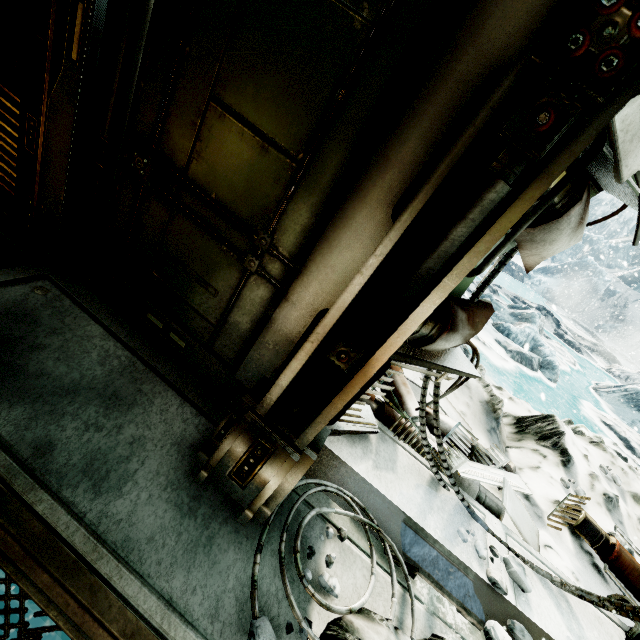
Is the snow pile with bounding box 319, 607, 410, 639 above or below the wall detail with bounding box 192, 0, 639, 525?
below

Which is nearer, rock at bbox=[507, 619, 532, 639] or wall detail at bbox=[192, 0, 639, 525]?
wall detail at bbox=[192, 0, 639, 525]

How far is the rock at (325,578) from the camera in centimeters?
150cm

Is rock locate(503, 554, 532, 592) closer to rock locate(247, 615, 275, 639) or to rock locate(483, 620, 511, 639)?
rock locate(483, 620, 511, 639)

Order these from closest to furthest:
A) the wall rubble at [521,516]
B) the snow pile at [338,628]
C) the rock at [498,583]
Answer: the snow pile at [338,628], the rock at [498,583], the wall rubble at [521,516]

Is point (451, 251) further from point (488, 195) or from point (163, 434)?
point (163, 434)

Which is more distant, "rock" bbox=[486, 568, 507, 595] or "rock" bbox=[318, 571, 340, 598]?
"rock" bbox=[486, 568, 507, 595]

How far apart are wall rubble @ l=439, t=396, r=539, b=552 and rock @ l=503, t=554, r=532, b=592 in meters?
0.4
